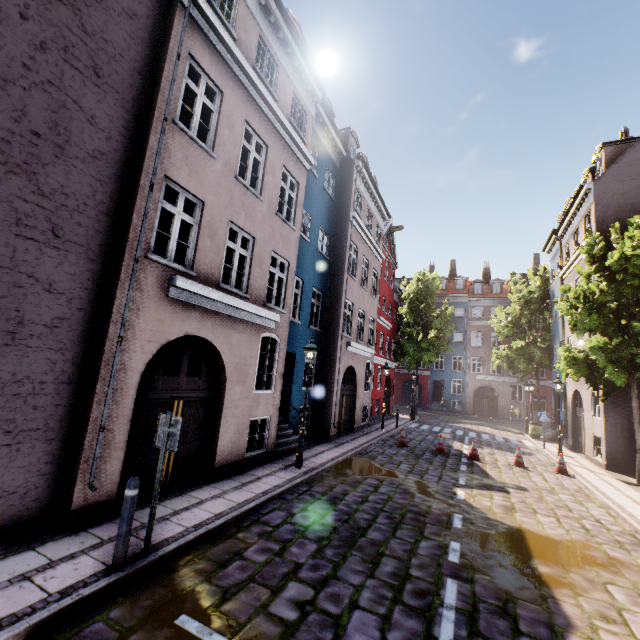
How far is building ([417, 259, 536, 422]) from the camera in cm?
3497

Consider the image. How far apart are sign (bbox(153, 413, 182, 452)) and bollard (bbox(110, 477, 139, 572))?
0.5 meters

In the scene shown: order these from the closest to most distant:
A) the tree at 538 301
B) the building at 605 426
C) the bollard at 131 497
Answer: the bollard at 131 497 < the building at 605 426 < the tree at 538 301

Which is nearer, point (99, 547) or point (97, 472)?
point (99, 547)

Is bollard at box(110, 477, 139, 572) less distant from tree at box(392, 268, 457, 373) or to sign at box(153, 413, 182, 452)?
sign at box(153, 413, 182, 452)

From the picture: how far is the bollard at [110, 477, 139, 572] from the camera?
4.1 meters

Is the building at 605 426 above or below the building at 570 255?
below

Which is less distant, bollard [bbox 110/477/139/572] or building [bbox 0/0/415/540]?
bollard [bbox 110/477/139/572]
